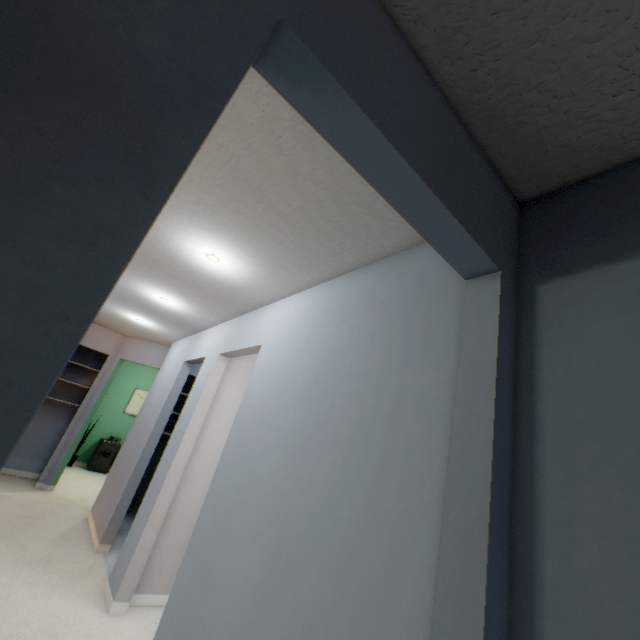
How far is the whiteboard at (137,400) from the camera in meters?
7.7

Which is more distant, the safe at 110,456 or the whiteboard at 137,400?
the whiteboard at 137,400

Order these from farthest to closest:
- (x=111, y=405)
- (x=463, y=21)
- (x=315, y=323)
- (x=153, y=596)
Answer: (x=111, y=405) < (x=153, y=596) < (x=315, y=323) < (x=463, y=21)

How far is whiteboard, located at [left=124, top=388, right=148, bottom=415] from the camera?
7.69m

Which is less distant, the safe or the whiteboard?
the safe

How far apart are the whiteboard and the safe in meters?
0.7 m

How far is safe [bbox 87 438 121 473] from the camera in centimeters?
682cm

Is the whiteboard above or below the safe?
above
